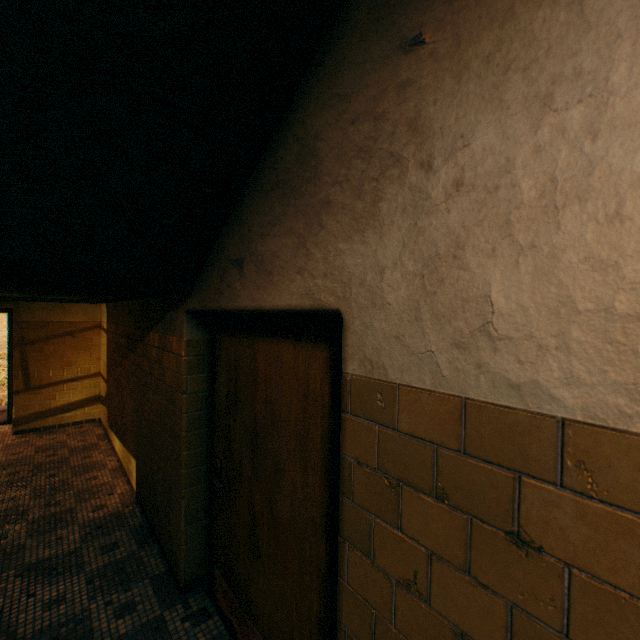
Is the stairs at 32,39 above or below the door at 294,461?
above

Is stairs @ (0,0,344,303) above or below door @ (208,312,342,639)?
above

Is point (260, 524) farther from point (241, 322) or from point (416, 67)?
point (416, 67)
